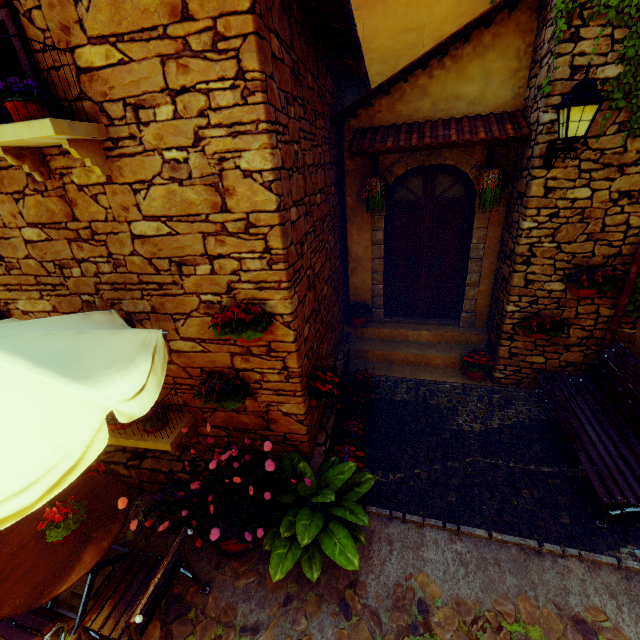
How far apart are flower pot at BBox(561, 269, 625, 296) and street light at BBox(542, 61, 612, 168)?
1.7m

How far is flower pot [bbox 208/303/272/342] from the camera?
2.9m

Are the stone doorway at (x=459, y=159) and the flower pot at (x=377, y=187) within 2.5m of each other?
yes

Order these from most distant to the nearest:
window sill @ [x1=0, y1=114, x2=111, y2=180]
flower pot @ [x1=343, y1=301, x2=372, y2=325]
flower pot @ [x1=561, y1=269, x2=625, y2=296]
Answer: flower pot @ [x1=343, y1=301, x2=372, y2=325] < flower pot @ [x1=561, y1=269, x2=625, y2=296] < window sill @ [x1=0, y1=114, x2=111, y2=180]

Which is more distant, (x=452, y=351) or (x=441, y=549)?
(x=452, y=351)

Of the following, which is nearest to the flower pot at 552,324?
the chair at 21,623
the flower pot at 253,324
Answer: the flower pot at 253,324

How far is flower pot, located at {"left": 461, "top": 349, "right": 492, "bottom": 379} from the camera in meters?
5.4 m

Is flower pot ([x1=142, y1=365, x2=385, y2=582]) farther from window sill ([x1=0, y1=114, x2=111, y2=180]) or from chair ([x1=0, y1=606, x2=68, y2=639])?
window sill ([x1=0, y1=114, x2=111, y2=180])
